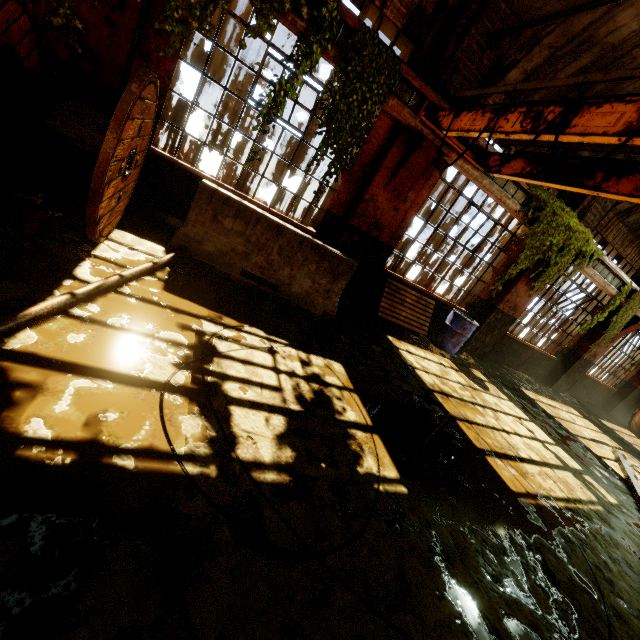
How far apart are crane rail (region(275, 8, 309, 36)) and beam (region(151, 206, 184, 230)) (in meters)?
3.11

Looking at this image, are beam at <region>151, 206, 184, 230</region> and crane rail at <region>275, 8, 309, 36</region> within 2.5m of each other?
no

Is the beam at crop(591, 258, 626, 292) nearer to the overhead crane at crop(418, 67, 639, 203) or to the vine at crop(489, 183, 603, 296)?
the vine at crop(489, 183, 603, 296)

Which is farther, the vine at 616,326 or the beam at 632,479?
the vine at 616,326

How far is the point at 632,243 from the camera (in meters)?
9.29

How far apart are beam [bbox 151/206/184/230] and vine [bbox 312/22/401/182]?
1.6 meters

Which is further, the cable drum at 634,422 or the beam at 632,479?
the cable drum at 634,422

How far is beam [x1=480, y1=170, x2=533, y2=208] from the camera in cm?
634
